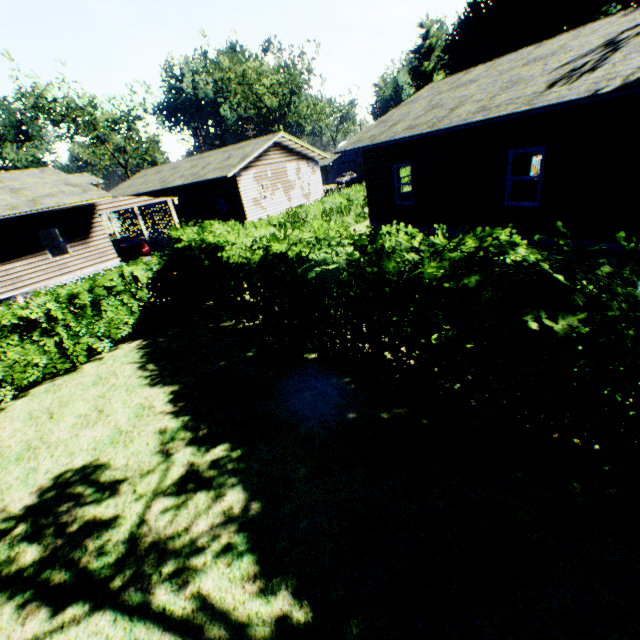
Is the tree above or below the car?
above

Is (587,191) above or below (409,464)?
above

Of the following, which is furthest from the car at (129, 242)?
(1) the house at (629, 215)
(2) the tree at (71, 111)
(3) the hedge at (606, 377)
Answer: (2) the tree at (71, 111)

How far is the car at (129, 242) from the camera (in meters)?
18.75

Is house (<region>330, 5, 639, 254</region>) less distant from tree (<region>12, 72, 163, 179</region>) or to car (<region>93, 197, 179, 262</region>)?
car (<region>93, 197, 179, 262</region>)

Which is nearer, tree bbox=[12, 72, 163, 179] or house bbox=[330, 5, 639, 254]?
house bbox=[330, 5, 639, 254]

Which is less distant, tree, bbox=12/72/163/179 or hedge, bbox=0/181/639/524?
hedge, bbox=0/181/639/524

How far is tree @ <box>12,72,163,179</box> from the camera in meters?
43.2
